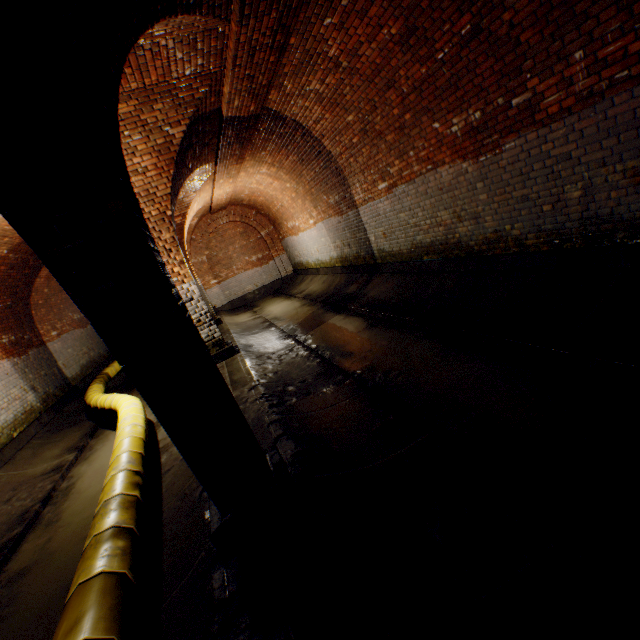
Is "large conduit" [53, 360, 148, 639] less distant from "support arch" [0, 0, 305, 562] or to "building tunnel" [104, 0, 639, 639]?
"building tunnel" [104, 0, 639, 639]

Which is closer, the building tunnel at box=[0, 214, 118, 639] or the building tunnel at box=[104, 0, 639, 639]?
the building tunnel at box=[104, 0, 639, 639]

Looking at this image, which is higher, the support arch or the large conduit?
the support arch

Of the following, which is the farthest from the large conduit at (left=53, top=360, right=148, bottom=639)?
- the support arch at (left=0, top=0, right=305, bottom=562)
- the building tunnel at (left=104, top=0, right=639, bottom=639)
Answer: the support arch at (left=0, top=0, right=305, bottom=562)

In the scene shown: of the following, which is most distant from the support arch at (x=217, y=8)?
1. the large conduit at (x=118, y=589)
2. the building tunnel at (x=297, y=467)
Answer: the large conduit at (x=118, y=589)

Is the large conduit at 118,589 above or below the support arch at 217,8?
below

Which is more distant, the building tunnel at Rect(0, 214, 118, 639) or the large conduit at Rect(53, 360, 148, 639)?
the building tunnel at Rect(0, 214, 118, 639)

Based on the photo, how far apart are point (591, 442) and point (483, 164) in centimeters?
403cm
